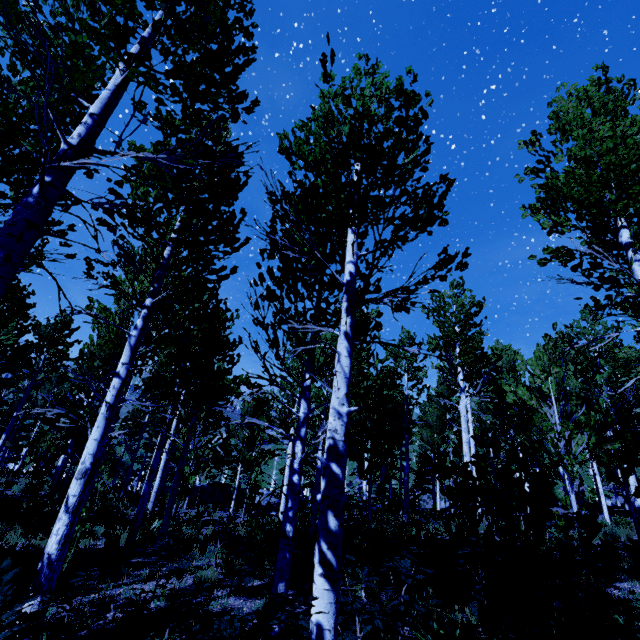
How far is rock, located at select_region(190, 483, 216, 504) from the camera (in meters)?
33.44

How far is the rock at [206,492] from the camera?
33.44m

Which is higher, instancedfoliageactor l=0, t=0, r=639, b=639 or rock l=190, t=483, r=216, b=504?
instancedfoliageactor l=0, t=0, r=639, b=639

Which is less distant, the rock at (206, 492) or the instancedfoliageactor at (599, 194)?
the instancedfoliageactor at (599, 194)

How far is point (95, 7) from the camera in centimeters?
324cm

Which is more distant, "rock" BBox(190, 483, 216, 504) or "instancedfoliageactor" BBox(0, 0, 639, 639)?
"rock" BBox(190, 483, 216, 504)
